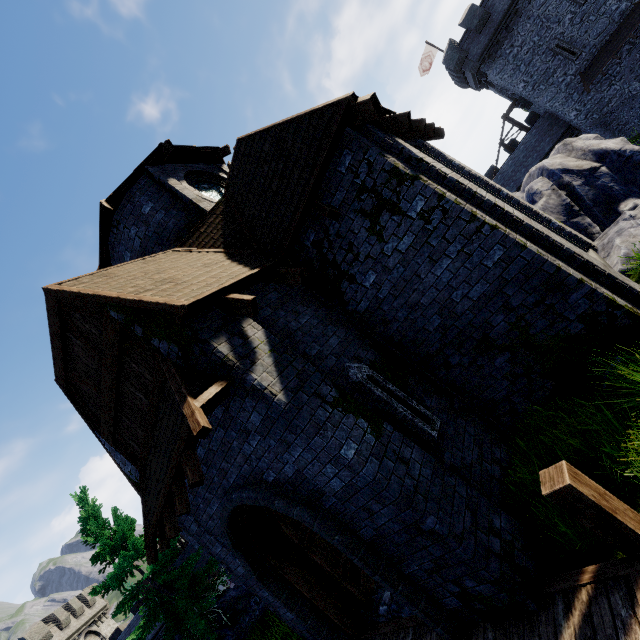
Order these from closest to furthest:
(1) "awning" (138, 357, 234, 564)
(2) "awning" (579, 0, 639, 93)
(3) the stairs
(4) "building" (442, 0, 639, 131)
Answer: (1) "awning" (138, 357, 234, 564), (3) the stairs, (2) "awning" (579, 0, 639, 93), (4) "building" (442, 0, 639, 131)

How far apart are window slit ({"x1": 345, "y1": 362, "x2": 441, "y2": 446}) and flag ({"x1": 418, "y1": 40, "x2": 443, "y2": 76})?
40.98m

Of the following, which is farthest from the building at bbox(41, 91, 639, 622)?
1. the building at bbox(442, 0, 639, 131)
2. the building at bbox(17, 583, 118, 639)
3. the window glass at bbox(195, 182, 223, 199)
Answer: the building at bbox(17, 583, 118, 639)

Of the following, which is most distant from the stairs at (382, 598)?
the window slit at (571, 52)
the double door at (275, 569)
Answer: the window slit at (571, 52)

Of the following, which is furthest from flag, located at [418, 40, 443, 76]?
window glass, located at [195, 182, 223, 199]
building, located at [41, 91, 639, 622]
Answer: window glass, located at [195, 182, 223, 199]

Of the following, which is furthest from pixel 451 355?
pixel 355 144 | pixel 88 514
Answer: pixel 88 514

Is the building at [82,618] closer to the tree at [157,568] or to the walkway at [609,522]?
the tree at [157,568]

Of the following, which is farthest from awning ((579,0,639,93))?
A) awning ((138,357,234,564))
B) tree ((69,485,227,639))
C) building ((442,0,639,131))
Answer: tree ((69,485,227,639))
